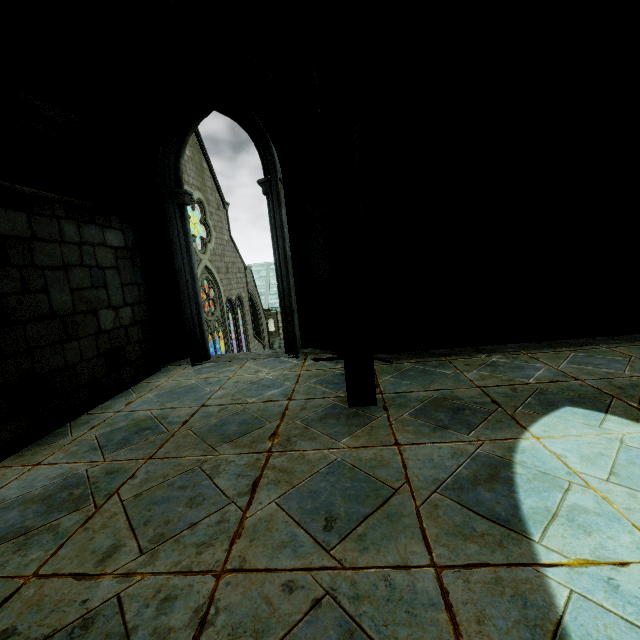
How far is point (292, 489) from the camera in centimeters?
249cm
